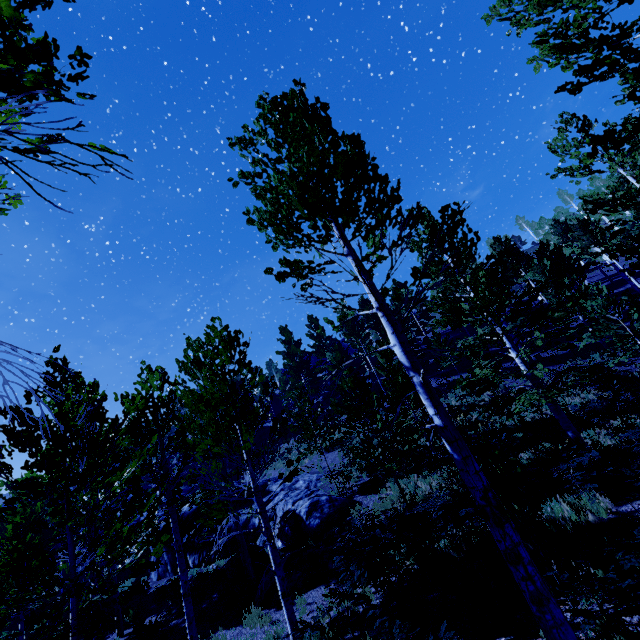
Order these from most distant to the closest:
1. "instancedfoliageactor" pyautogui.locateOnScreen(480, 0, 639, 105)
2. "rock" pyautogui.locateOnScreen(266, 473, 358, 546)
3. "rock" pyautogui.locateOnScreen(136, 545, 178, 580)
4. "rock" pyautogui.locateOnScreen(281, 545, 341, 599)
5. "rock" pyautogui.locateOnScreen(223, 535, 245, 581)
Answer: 1. "rock" pyautogui.locateOnScreen(136, 545, 178, 580)
2. "rock" pyautogui.locateOnScreen(266, 473, 358, 546)
3. "rock" pyautogui.locateOnScreen(223, 535, 245, 581)
4. "rock" pyautogui.locateOnScreen(281, 545, 341, 599)
5. "instancedfoliageactor" pyautogui.locateOnScreen(480, 0, 639, 105)

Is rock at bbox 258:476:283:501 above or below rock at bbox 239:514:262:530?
above

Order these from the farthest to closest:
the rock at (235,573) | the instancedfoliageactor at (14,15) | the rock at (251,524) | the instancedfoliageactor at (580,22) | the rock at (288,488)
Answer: the rock at (251,524) < the rock at (288,488) < the rock at (235,573) < the instancedfoliageactor at (580,22) < the instancedfoliageactor at (14,15)

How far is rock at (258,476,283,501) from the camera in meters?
21.6

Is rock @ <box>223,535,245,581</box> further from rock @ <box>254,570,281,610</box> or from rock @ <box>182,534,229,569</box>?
rock @ <box>254,570,281,610</box>

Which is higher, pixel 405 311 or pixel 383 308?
pixel 405 311

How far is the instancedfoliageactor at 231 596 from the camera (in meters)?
11.24

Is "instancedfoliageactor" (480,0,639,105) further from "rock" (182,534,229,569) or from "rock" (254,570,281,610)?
"rock" (254,570,281,610)
